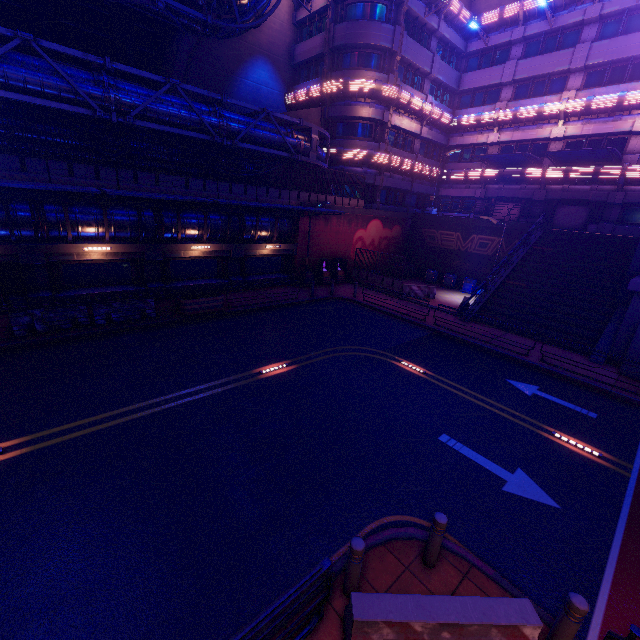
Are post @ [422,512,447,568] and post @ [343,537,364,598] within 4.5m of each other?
yes

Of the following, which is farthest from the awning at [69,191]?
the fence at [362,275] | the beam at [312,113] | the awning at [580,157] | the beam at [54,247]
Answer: the awning at [580,157]

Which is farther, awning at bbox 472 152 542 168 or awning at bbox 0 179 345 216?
awning at bbox 472 152 542 168

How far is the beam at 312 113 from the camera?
24.5 meters

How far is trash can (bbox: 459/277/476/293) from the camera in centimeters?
2673cm

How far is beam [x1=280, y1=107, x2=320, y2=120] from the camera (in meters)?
24.52

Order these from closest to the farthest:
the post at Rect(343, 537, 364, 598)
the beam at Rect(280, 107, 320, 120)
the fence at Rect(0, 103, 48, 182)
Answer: the post at Rect(343, 537, 364, 598) < the fence at Rect(0, 103, 48, 182) < the beam at Rect(280, 107, 320, 120)

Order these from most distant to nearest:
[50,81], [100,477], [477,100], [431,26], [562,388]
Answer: [477,100], [431,26], [562,388], [50,81], [100,477]
